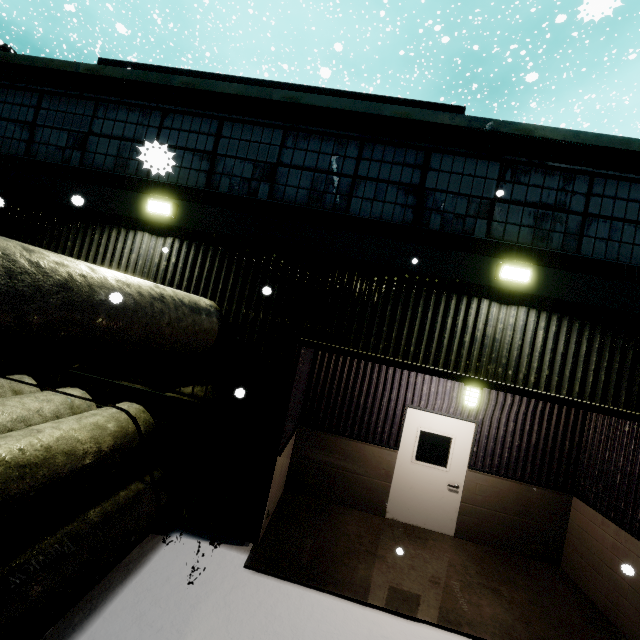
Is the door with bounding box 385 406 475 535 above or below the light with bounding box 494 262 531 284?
below

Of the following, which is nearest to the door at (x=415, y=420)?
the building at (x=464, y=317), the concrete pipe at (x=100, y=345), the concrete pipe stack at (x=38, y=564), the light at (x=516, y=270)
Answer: the building at (x=464, y=317)

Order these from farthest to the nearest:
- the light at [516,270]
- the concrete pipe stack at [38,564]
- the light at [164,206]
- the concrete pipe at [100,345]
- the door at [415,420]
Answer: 1. the door at [415,420]
2. the light at [164,206]
3. the light at [516,270]
4. the concrete pipe stack at [38,564]
5. the concrete pipe at [100,345]

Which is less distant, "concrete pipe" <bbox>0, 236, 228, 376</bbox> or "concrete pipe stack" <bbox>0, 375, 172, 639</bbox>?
"concrete pipe" <bbox>0, 236, 228, 376</bbox>

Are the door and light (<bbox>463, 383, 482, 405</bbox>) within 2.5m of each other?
yes

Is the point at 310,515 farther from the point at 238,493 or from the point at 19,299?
A: the point at 19,299

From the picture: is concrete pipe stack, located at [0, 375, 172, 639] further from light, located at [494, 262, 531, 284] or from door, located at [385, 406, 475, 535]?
light, located at [494, 262, 531, 284]

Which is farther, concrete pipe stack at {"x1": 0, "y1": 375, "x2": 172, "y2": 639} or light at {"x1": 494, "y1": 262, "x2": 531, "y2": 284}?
light at {"x1": 494, "y1": 262, "x2": 531, "y2": 284}
